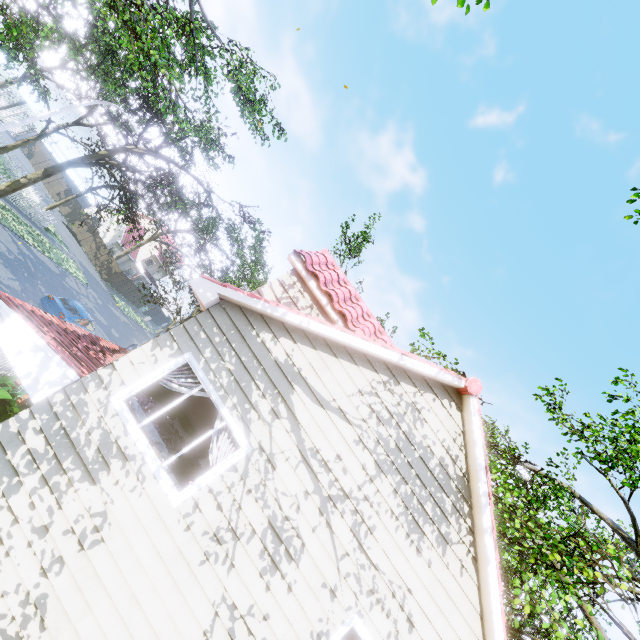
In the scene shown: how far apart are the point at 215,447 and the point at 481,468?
4.8m

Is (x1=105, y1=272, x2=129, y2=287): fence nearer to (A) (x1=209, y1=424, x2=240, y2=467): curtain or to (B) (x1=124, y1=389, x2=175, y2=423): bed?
(A) (x1=209, y1=424, x2=240, y2=467): curtain

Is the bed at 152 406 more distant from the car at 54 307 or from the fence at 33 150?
the car at 54 307

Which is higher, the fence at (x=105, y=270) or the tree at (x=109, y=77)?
the tree at (x=109, y=77)

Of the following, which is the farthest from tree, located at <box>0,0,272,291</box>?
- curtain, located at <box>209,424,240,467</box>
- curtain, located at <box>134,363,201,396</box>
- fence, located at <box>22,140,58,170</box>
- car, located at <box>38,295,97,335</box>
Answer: curtain, located at <box>209,424,240,467</box>

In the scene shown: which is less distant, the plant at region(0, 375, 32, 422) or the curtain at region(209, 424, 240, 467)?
the curtain at region(209, 424, 240, 467)

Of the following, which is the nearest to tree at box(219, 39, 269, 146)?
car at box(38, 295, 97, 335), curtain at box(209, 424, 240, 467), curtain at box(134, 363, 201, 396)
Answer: car at box(38, 295, 97, 335)

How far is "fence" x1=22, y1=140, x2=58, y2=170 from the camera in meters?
38.5 m
